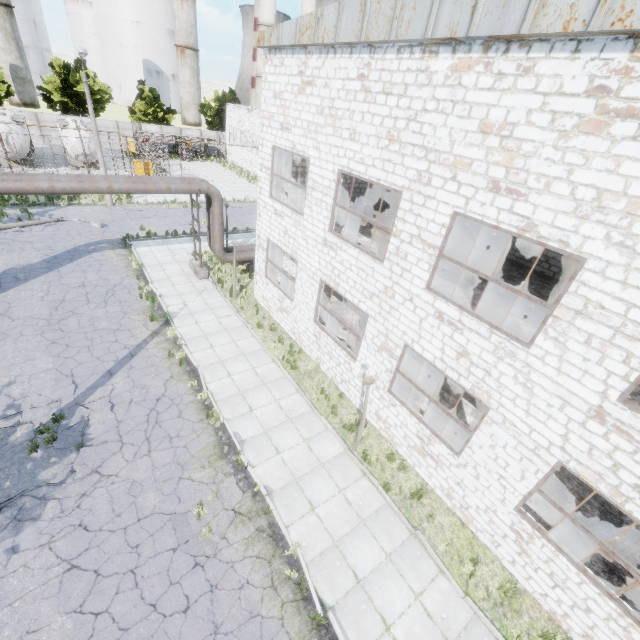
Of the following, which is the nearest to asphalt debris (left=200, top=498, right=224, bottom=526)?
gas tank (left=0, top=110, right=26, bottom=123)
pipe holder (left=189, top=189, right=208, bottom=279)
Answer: pipe holder (left=189, top=189, right=208, bottom=279)

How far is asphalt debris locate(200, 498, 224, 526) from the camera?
8.4m

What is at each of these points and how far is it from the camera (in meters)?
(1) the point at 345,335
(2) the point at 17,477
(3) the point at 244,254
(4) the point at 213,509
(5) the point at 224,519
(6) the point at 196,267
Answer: (1) wire spool, 14.41
(2) asphalt debris, 8.58
(3) pipe, 19.91
(4) asphalt debris, 8.69
(5) asphalt debris, 8.49
(6) pipe holder, 18.88

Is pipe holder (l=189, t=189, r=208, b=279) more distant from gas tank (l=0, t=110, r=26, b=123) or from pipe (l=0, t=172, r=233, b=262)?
gas tank (l=0, t=110, r=26, b=123)

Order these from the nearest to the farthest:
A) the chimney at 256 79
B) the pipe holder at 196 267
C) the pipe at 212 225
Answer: the pipe at 212 225 → the pipe holder at 196 267 → the chimney at 256 79

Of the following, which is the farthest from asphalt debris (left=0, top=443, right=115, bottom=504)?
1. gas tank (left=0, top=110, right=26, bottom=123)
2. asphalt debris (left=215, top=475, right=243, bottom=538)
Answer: gas tank (left=0, top=110, right=26, bottom=123)

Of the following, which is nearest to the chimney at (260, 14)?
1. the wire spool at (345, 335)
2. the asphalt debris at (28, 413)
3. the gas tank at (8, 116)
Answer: the gas tank at (8, 116)

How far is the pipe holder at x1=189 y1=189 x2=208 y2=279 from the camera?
17.19m
